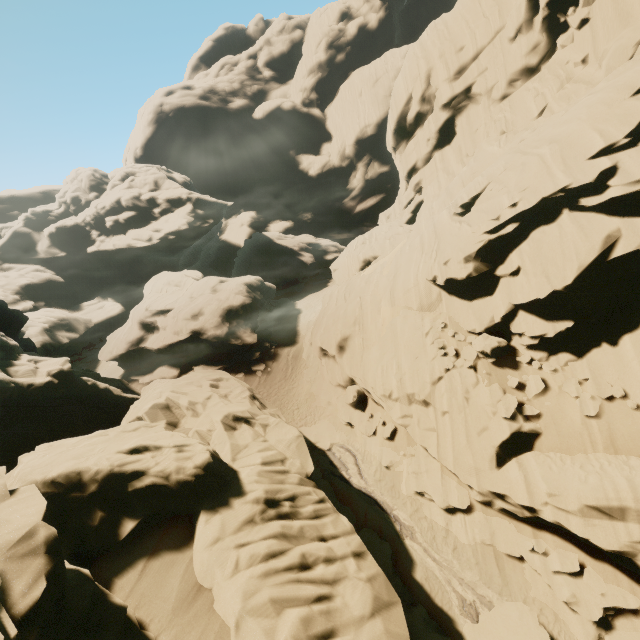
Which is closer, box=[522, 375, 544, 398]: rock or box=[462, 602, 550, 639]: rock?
box=[462, 602, 550, 639]: rock

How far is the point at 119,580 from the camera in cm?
864

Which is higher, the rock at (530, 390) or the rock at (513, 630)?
the rock at (530, 390)

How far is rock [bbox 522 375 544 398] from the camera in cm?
1382

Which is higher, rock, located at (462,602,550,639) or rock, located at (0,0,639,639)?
rock, located at (0,0,639,639)

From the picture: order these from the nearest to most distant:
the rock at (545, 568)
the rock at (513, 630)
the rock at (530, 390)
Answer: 1. the rock at (545, 568)
2. the rock at (513, 630)
3. the rock at (530, 390)

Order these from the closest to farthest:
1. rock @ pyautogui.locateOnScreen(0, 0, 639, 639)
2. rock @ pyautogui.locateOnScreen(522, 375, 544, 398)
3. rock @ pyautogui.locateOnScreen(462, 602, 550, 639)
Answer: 1. rock @ pyautogui.locateOnScreen(0, 0, 639, 639)
2. rock @ pyautogui.locateOnScreen(462, 602, 550, 639)
3. rock @ pyautogui.locateOnScreen(522, 375, 544, 398)
